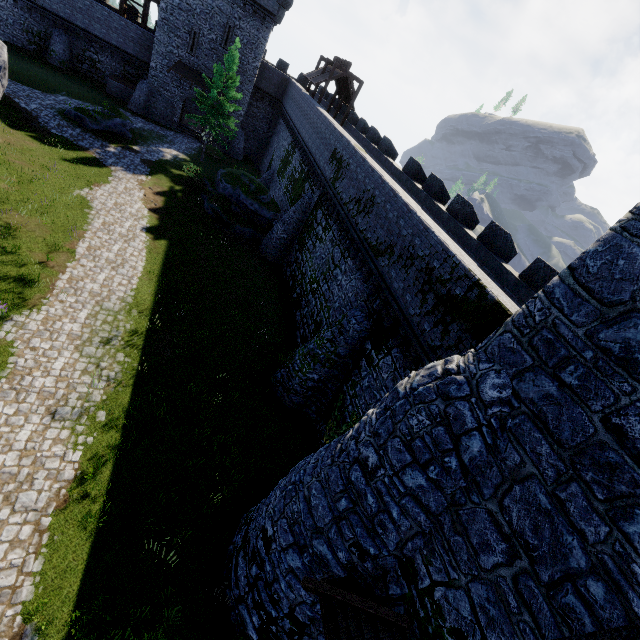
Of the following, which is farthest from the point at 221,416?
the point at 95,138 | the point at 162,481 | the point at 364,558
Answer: the point at 95,138

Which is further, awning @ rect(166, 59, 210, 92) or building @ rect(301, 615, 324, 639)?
awning @ rect(166, 59, 210, 92)

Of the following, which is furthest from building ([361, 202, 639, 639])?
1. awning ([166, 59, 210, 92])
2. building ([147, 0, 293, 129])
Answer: awning ([166, 59, 210, 92])

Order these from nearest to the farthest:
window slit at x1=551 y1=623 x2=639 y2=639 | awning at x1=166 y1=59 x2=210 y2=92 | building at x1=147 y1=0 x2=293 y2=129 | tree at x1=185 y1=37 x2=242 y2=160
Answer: window slit at x1=551 y1=623 x2=639 y2=639
tree at x1=185 y1=37 x2=242 y2=160
building at x1=147 y1=0 x2=293 y2=129
awning at x1=166 y1=59 x2=210 y2=92

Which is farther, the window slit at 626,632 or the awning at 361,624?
the awning at 361,624

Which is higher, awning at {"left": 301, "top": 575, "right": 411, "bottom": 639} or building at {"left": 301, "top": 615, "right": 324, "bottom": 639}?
awning at {"left": 301, "top": 575, "right": 411, "bottom": 639}

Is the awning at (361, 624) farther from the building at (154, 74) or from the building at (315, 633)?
the building at (154, 74)

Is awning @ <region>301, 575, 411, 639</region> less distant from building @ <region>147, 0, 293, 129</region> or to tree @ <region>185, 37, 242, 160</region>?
tree @ <region>185, 37, 242, 160</region>
